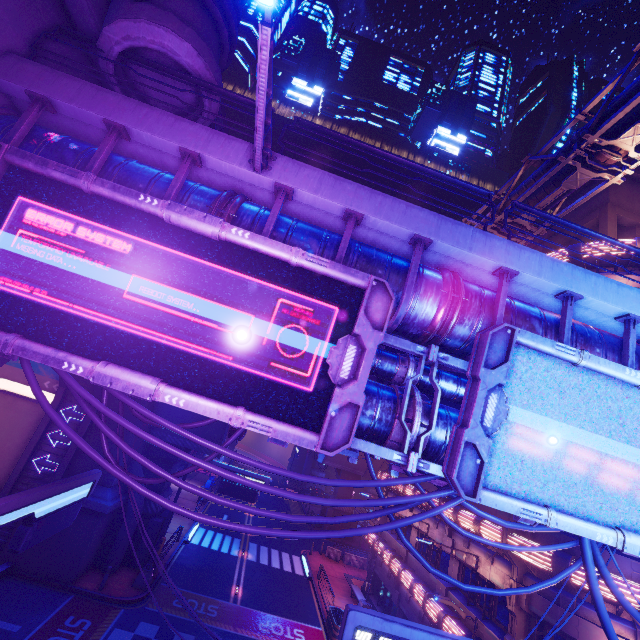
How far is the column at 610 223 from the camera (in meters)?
16.42

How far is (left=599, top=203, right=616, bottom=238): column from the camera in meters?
16.4 m

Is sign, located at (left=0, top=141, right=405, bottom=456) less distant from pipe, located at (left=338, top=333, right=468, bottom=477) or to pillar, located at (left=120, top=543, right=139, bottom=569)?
pipe, located at (left=338, top=333, right=468, bottom=477)

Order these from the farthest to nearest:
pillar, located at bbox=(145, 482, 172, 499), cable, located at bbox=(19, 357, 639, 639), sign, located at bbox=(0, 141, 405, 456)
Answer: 1. pillar, located at bbox=(145, 482, 172, 499)
2. cable, located at bbox=(19, 357, 639, 639)
3. sign, located at bbox=(0, 141, 405, 456)

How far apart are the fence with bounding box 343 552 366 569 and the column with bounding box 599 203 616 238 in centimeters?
3343cm

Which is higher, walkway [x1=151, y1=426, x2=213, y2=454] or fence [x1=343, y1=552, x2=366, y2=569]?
walkway [x1=151, y1=426, x2=213, y2=454]

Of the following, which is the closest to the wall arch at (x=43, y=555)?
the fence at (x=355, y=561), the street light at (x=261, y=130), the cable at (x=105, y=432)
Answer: the cable at (x=105, y=432)

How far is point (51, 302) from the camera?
5.1m
